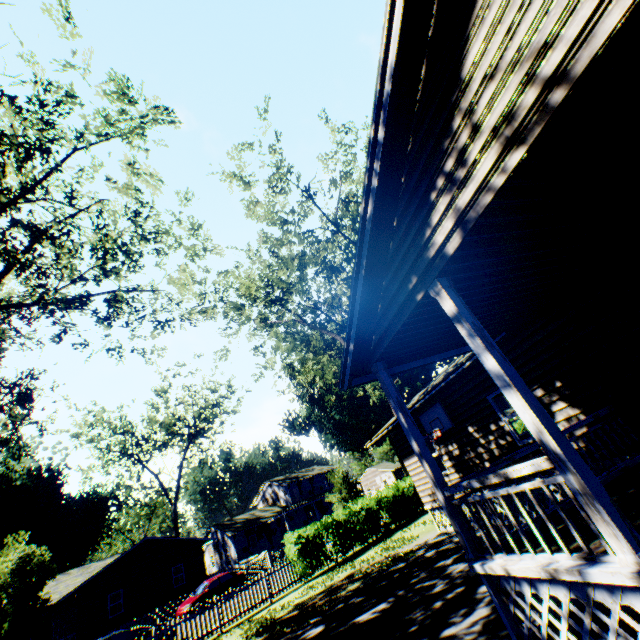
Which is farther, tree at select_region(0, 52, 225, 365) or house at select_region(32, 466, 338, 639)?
house at select_region(32, 466, 338, 639)

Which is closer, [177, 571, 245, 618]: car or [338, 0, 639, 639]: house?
[338, 0, 639, 639]: house

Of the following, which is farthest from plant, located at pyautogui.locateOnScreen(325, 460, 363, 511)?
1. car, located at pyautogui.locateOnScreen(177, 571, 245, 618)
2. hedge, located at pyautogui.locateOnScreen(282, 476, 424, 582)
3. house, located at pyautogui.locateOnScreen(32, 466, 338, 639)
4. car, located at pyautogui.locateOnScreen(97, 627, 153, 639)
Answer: car, located at pyautogui.locateOnScreen(97, 627, 153, 639)

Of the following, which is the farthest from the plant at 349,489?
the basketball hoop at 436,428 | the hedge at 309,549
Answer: the basketball hoop at 436,428

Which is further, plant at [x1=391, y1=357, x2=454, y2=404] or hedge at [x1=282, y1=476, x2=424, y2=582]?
plant at [x1=391, y1=357, x2=454, y2=404]

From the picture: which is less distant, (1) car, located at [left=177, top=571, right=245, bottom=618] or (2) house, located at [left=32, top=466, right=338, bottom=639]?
(1) car, located at [left=177, top=571, right=245, bottom=618]

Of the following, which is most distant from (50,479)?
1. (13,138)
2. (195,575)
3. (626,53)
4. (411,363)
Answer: (626,53)

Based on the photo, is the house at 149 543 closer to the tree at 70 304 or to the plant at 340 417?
the plant at 340 417
